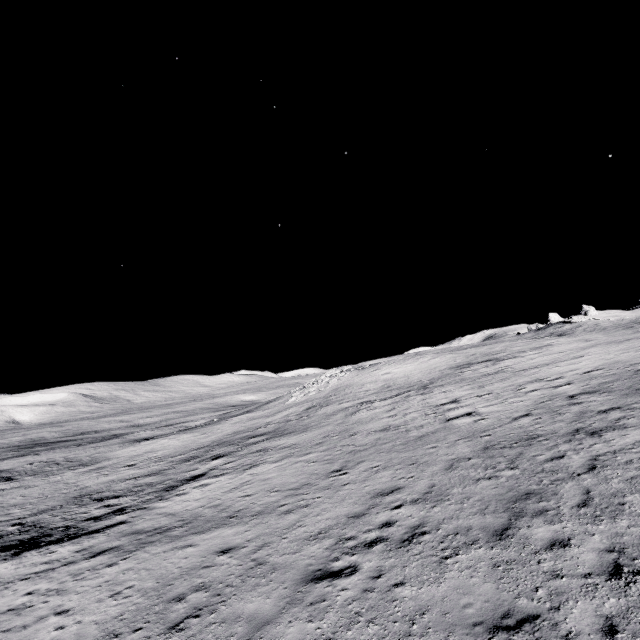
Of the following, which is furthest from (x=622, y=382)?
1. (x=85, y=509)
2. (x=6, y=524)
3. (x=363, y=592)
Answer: (x=6, y=524)
